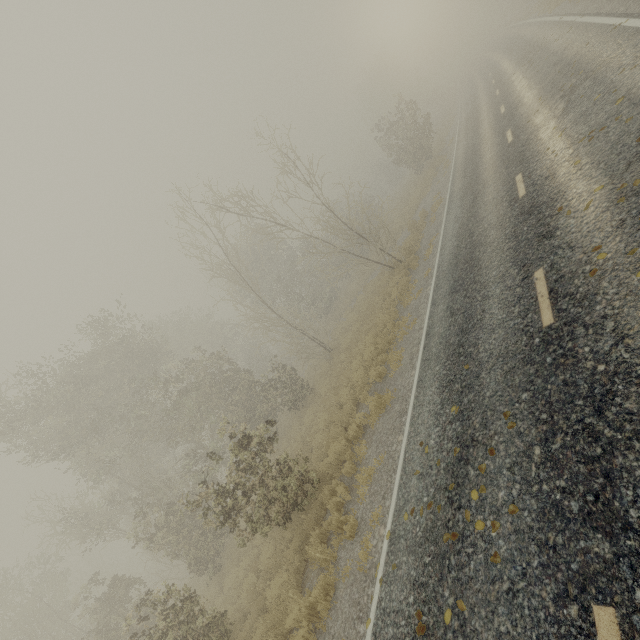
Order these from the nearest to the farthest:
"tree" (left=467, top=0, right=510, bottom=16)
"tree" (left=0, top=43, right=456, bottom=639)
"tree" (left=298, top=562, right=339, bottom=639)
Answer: "tree" (left=298, top=562, right=339, bottom=639) → "tree" (left=0, top=43, right=456, bottom=639) → "tree" (left=467, top=0, right=510, bottom=16)

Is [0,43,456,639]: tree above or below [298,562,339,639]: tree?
above

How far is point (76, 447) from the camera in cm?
1451

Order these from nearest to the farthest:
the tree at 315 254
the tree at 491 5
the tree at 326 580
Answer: the tree at 326 580, the tree at 315 254, the tree at 491 5

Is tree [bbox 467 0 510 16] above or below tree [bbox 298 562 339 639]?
above

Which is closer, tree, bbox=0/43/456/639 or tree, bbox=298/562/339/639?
tree, bbox=298/562/339/639

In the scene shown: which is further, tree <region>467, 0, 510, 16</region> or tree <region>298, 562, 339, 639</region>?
tree <region>467, 0, 510, 16</region>

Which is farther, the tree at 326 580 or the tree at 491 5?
the tree at 491 5
